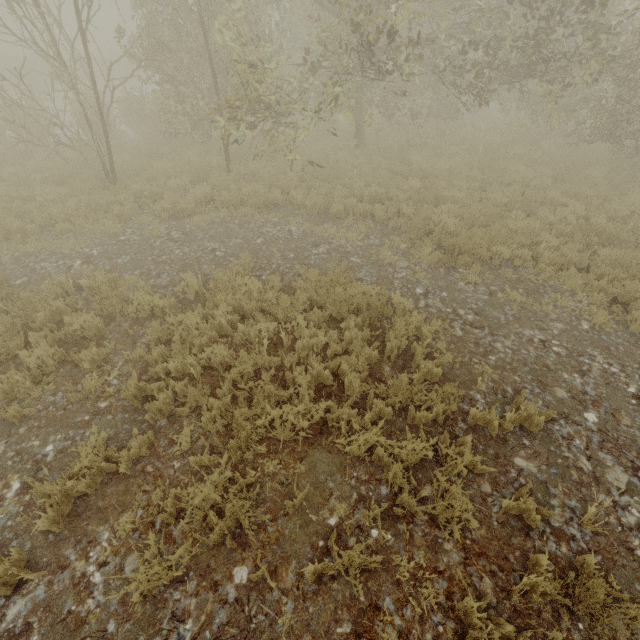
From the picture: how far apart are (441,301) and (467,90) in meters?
11.0
